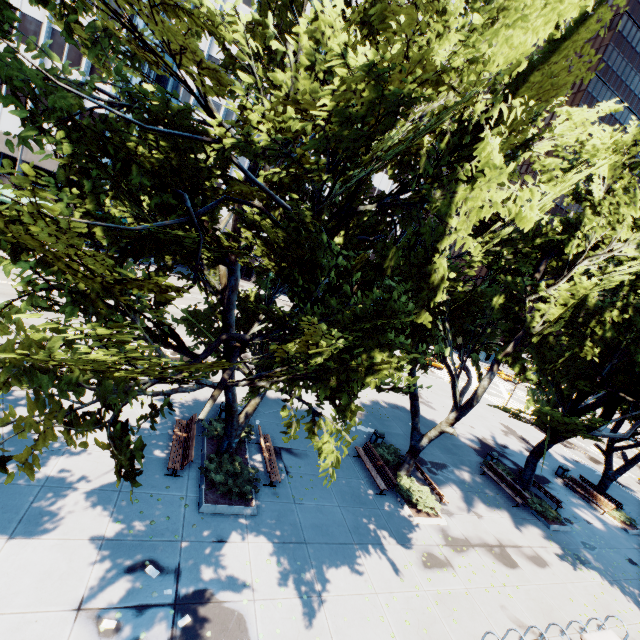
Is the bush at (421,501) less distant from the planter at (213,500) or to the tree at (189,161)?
the tree at (189,161)

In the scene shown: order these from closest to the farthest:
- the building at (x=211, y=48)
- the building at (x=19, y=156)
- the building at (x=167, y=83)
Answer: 1. the building at (x=19, y=156)
2. the building at (x=167, y=83)
3. the building at (x=211, y=48)

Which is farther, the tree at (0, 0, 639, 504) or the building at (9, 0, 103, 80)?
the building at (9, 0, 103, 80)

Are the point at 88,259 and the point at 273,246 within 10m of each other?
yes

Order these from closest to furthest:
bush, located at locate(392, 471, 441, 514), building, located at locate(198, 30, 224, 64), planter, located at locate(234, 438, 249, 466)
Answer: planter, located at locate(234, 438, 249, 466)
bush, located at locate(392, 471, 441, 514)
building, located at locate(198, 30, 224, 64)

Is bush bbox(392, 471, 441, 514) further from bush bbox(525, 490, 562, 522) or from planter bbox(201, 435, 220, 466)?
bush bbox(525, 490, 562, 522)

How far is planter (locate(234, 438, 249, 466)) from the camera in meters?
13.3

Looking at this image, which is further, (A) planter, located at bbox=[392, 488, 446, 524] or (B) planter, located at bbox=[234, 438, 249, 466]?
(A) planter, located at bbox=[392, 488, 446, 524]
